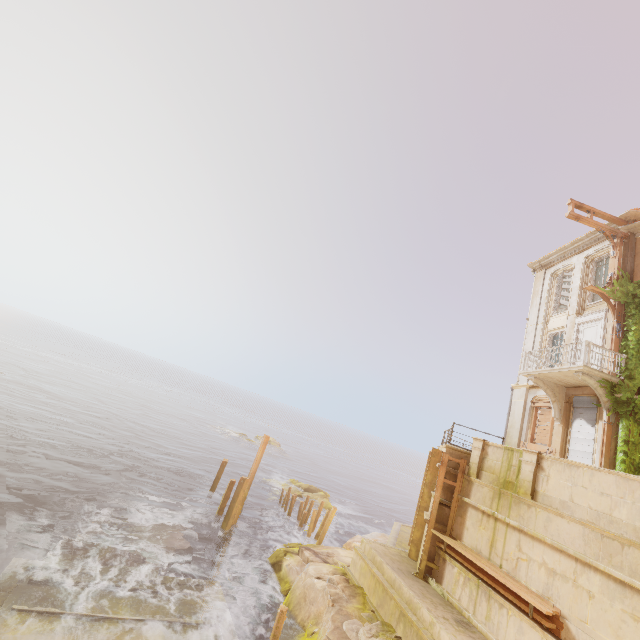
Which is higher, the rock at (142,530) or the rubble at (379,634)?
the rubble at (379,634)

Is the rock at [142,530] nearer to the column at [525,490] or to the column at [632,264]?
the column at [525,490]

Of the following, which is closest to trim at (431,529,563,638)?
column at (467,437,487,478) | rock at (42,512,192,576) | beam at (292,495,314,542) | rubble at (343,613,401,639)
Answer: column at (467,437,487,478)

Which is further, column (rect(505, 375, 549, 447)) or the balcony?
column (rect(505, 375, 549, 447))

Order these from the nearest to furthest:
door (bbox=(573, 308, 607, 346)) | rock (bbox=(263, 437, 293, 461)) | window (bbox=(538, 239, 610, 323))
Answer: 1. door (bbox=(573, 308, 607, 346))
2. window (bbox=(538, 239, 610, 323))
3. rock (bbox=(263, 437, 293, 461))

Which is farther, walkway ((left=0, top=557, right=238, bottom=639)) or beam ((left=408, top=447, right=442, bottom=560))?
beam ((left=408, top=447, right=442, bottom=560))

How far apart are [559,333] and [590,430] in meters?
5.9 m

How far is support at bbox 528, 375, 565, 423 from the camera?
15.5 meters
